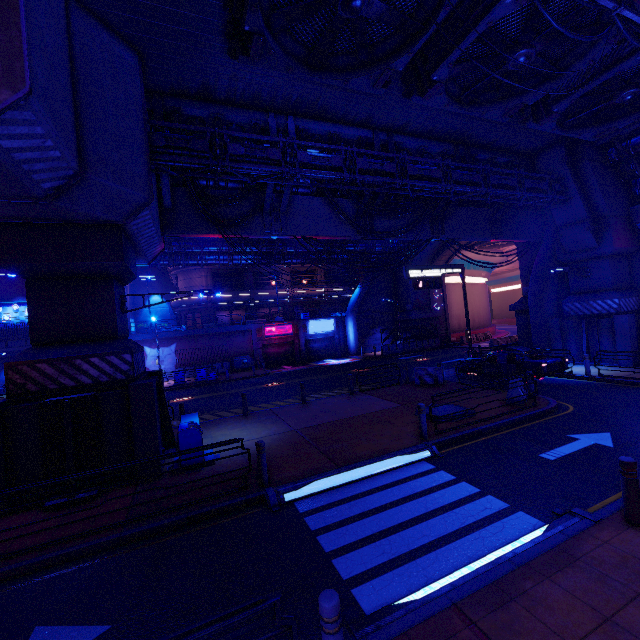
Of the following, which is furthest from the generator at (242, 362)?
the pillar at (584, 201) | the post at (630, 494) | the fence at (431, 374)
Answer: the post at (630, 494)

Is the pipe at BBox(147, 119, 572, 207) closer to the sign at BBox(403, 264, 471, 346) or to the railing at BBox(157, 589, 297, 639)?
the sign at BBox(403, 264, 471, 346)

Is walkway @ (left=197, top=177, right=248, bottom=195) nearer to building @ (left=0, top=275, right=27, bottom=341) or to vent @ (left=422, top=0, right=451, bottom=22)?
vent @ (left=422, top=0, right=451, bottom=22)

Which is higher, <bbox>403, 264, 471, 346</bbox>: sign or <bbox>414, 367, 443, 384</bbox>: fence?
<bbox>403, 264, 471, 346</bbox>: sign

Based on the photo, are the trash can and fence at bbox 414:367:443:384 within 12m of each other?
yes

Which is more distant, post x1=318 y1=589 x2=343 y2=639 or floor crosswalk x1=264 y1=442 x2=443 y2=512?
floor crosswalk x1=264 y1=442 x2=443 y2=512

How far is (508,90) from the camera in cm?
1193

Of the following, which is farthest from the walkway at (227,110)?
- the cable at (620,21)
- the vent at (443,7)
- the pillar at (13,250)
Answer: the cable at (620,21)
